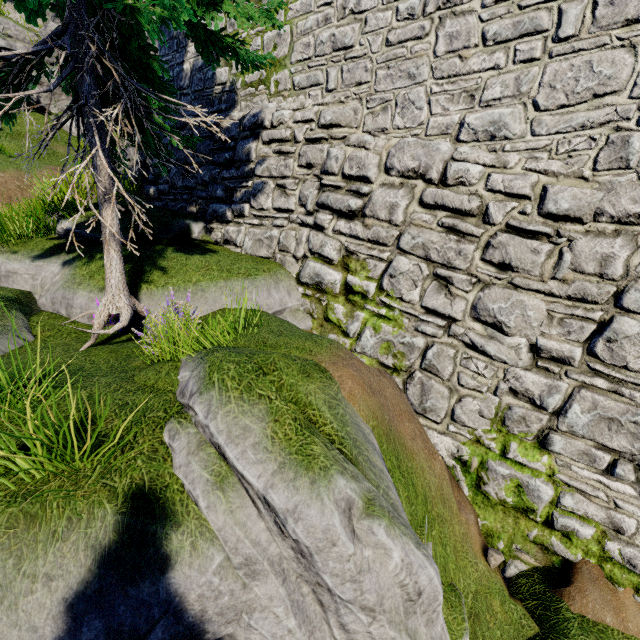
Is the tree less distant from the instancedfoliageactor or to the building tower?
the building tower

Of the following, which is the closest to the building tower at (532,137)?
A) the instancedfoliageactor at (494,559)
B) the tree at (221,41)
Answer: the tree at (221,41)

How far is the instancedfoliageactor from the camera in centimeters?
389cm

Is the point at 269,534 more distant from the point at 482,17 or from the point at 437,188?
the point at 482,17

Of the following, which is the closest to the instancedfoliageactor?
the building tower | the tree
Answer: the building tower

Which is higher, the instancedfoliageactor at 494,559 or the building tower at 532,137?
the building tower at 532,137
